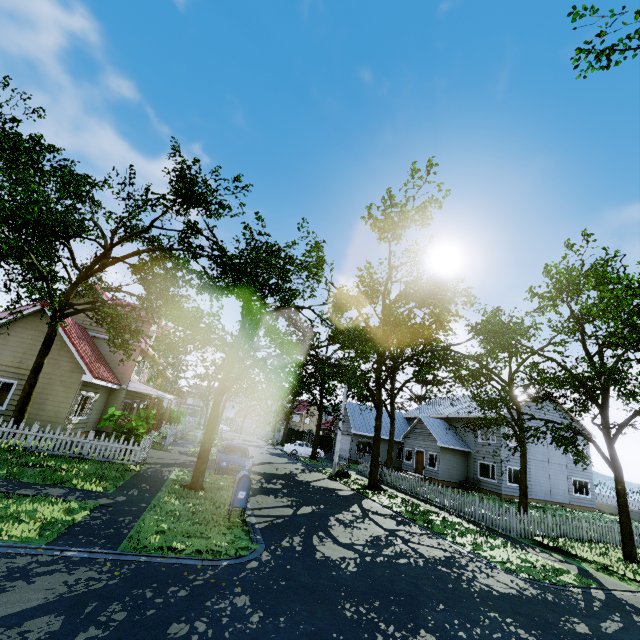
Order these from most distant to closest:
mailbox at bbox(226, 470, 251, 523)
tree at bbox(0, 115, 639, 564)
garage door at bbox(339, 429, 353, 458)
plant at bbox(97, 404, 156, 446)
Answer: garage door at bbox(339, 429, 353, 458), plant at bbox(97, 404, 156, 446), tree at bbox(0, 115, 639, 564), mailbox at bbox(226, 470, 251, 523)

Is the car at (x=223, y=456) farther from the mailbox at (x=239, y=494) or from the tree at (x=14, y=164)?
the mailbox at (x=239, y=494)

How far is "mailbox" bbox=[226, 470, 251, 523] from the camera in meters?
9.0

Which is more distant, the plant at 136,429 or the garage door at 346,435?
the garage door at 346,435

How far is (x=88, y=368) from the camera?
16.92m

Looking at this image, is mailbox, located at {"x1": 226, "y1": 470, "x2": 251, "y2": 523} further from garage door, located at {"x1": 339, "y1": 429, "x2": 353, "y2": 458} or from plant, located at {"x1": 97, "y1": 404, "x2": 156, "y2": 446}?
garage door, located at {"x1": 339, "y1": 429, "x2": 353, "y2": 458}

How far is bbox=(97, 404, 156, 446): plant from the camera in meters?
14.1

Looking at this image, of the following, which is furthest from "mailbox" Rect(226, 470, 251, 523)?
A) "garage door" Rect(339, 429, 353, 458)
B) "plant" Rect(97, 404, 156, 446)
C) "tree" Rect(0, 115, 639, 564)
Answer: "garage door" Rect(339, 429, 353, 458)
